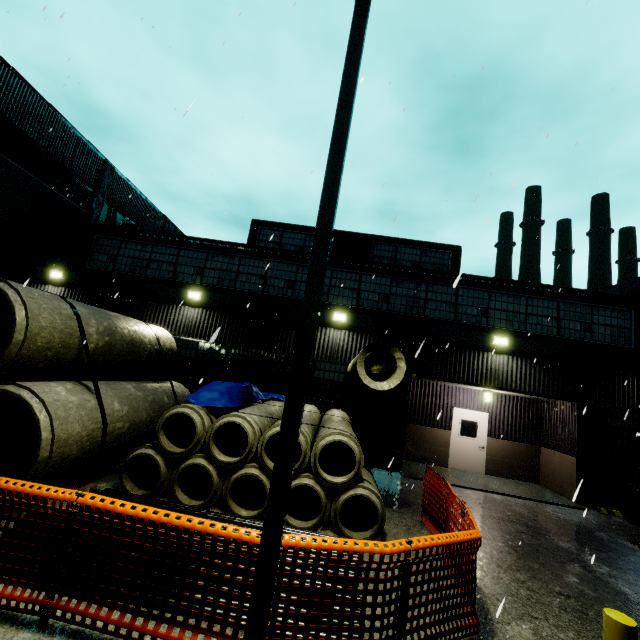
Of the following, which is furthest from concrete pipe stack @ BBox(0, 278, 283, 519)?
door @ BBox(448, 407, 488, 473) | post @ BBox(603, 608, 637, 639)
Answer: post @ BBox(603, 608, 637, 639)

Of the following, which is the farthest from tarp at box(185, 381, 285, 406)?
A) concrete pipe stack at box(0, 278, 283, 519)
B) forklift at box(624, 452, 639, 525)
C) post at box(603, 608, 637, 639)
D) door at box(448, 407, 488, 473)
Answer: door at box(448, 407, 488, 473)

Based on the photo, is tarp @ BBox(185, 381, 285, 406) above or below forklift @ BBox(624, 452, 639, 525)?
above

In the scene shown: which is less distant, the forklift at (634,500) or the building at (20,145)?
the forklift at (634,500)

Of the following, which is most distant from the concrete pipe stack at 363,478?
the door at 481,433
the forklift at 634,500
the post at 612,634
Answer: the post at 612,634

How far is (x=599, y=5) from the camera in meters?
9.9

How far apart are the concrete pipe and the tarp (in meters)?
0.78

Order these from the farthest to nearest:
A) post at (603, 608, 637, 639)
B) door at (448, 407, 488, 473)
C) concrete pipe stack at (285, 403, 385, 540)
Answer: door at (448, 407, 488, 473) < concrete pipe stack at (285, 403, 385, 540) < post at (603, 608, 637, 639)
